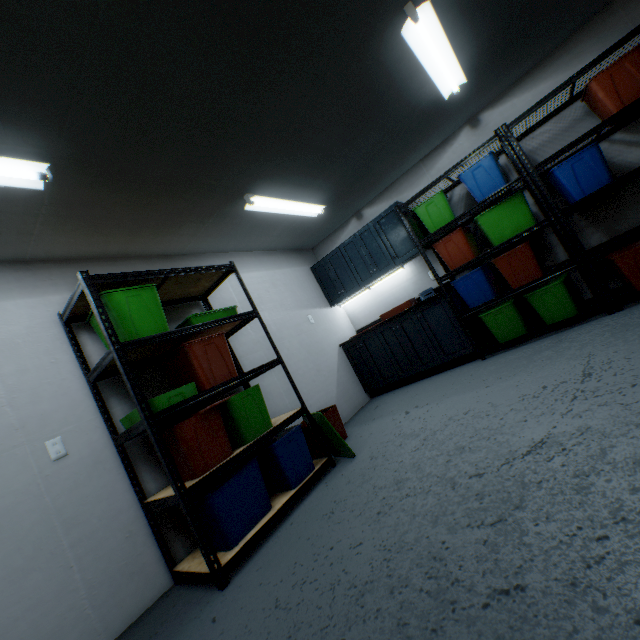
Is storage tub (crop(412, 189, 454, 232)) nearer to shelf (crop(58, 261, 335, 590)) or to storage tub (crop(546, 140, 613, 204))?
storage tub (crop(546, 140, 613, 204))

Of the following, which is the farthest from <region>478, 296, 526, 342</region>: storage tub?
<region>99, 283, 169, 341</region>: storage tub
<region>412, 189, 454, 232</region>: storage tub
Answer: <region>99, 283, 169, 341</region>: storage tub

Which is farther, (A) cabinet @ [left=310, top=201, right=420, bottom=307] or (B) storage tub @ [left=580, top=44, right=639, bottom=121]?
(A) cabinet @ [left=310, top=201, right=420, bottom=307]

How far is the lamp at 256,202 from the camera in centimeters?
293cm

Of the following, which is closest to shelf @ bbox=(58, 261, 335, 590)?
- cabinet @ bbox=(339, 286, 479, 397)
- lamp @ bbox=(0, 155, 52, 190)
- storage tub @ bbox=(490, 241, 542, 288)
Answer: lamp @ bbox=(0, 155, 52, 190)

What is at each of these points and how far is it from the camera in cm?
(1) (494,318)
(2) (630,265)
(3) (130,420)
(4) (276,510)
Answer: (1) storage tub, 342
(2) storage tub, 274
(3) storage tub, 208
(4) shelf, 216

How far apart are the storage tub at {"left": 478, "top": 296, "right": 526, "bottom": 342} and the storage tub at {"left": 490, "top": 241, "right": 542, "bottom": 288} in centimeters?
12cm

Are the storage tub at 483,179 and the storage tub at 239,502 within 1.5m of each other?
no
